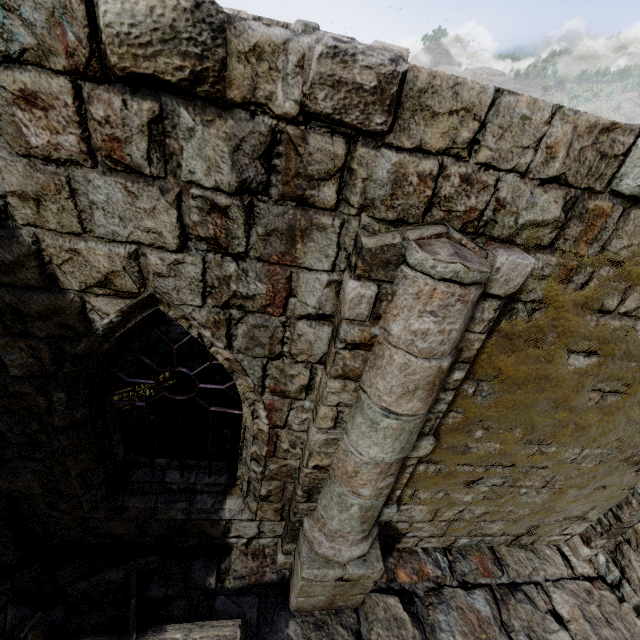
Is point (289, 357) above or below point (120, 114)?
below

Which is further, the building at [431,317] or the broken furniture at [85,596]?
the broken furniture at [85,596]

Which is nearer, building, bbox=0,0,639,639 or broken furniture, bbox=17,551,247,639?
building, bbox=0,0,639,639
